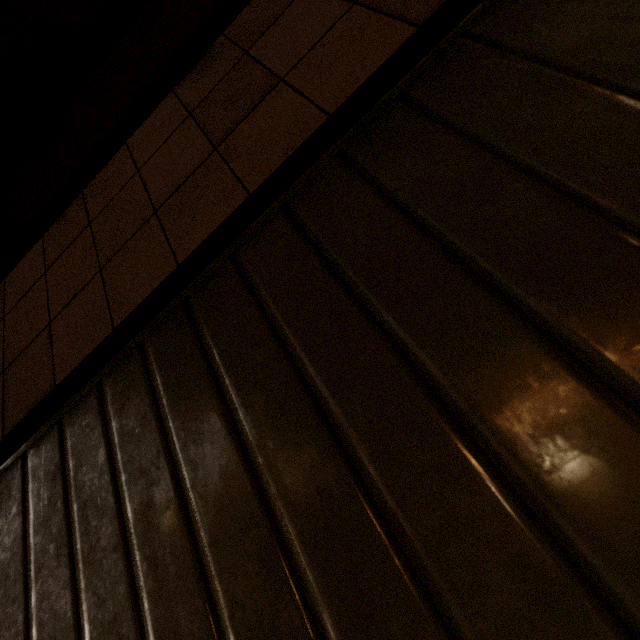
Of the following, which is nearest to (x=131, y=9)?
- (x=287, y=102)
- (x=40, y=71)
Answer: Answer: (x=40, y=71)
